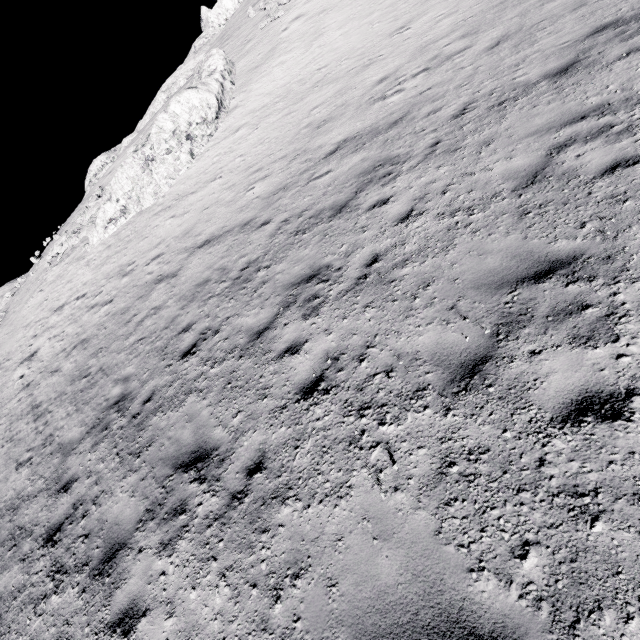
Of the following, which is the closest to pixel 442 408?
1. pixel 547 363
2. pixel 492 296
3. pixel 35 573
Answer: pixel 547 363
